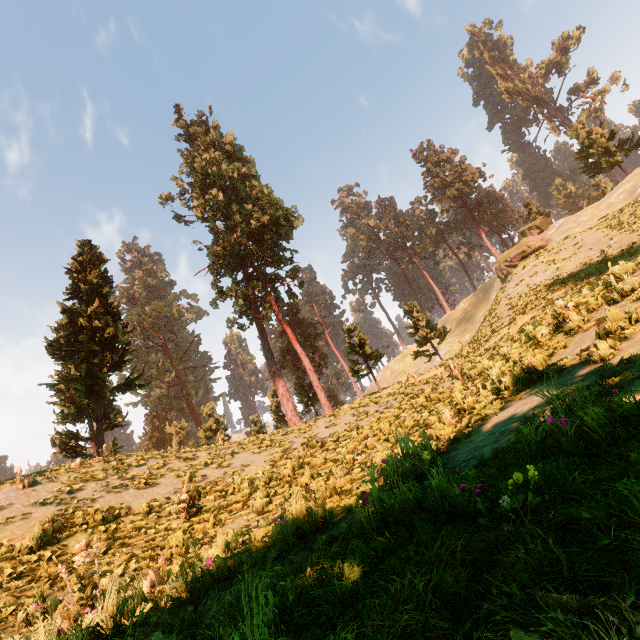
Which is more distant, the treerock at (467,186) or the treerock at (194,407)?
the treerock at (467,186)

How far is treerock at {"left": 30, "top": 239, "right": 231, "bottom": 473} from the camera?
19.2 meters

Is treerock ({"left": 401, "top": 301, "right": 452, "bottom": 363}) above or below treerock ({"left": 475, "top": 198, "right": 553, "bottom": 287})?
below

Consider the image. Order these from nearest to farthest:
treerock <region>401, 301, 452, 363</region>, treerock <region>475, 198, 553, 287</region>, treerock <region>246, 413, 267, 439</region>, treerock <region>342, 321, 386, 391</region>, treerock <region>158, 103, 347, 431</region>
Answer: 1. treerock <region>246, 413, 267, 439</region>
2. treerock <region>342, 321, 386, 391</region>
3. treerock <region>158, 103, 347, 431</region>
4. treerock <region>475, 198, 553, 287</region>
5. treerock <region>401, 301, 452, 363</region>

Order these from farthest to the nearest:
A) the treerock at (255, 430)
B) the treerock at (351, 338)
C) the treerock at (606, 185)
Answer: the treerock at (606, 185)
the treerock at (351, 338)
the treerock at (255, 430)

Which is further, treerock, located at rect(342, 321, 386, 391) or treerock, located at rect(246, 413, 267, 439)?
treerock, located at rect(342, 321, 386, 391)

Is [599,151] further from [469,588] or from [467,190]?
[469,588]
